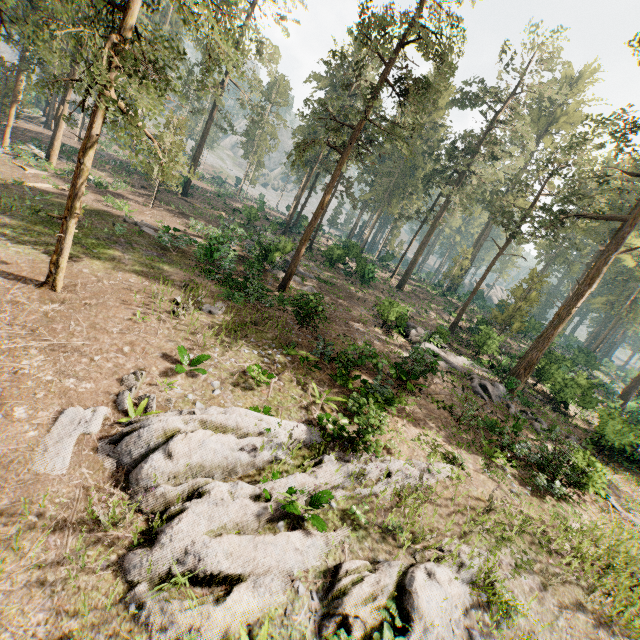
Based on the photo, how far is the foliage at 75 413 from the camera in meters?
7.7 m

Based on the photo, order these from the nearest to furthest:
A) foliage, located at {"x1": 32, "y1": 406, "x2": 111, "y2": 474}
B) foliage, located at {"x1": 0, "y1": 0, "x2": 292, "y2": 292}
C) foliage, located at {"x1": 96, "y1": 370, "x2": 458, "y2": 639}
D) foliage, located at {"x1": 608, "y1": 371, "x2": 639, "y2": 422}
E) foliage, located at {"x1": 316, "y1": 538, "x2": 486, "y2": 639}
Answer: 1. foliage, located at {"x1": 96, "y1": 370, "x2": 458, "y2": 639}
2. foliage, located at {"x1": 316, "y1": 538, "x2": 486, "y2": 639}
3. foliage, located at {"x1": 32, "y1": 406, "x2": 111, "y2": 474}
4. foliage, located at {"x1": 0, "y1": 0, "x2": 292, "y2": 292}
5. foliage, located at {"x1": 608, "y1": 371, "x2": 639, "y2": 422}

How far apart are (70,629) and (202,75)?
17.53m

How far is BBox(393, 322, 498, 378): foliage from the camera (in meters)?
18.06

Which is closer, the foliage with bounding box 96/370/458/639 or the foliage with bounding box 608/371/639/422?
the foliage with bounding box 96/370/458/639
